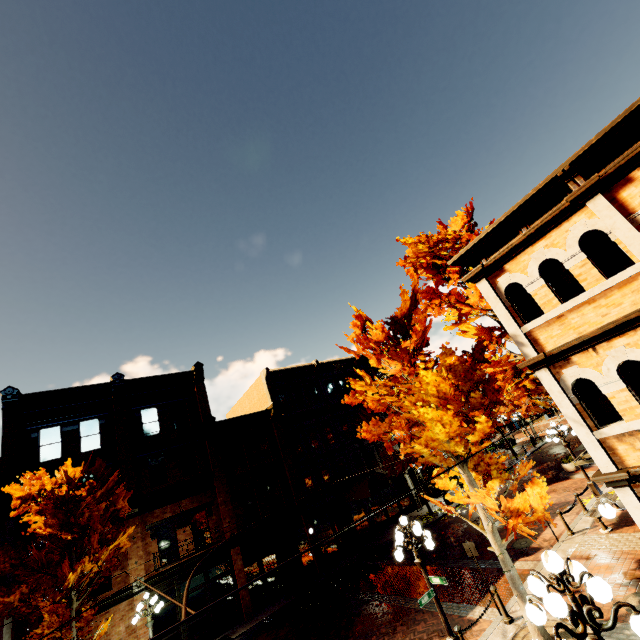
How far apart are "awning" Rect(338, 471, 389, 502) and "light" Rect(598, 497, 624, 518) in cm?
1628

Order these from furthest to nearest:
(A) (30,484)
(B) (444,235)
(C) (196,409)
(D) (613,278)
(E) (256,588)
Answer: (C) (196,409)
(E) (256,588)
(B) (444,235)
(A) (30,484)
(D) (613,278)

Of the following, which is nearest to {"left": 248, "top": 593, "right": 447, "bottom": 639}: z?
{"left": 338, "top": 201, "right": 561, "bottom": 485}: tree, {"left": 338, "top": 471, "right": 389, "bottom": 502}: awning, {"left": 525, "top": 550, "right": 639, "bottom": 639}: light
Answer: {"left": 338, "top": 201, "right": 561, "bottom": 485}: tree

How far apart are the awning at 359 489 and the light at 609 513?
16.28m

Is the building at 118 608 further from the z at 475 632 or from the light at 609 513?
the light at 609 513

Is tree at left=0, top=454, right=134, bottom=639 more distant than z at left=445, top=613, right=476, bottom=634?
Yes

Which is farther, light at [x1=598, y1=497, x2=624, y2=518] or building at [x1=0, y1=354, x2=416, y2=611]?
building at [x1=0, y1=354, x2=416, y2=611]

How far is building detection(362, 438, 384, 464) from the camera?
27.95m
